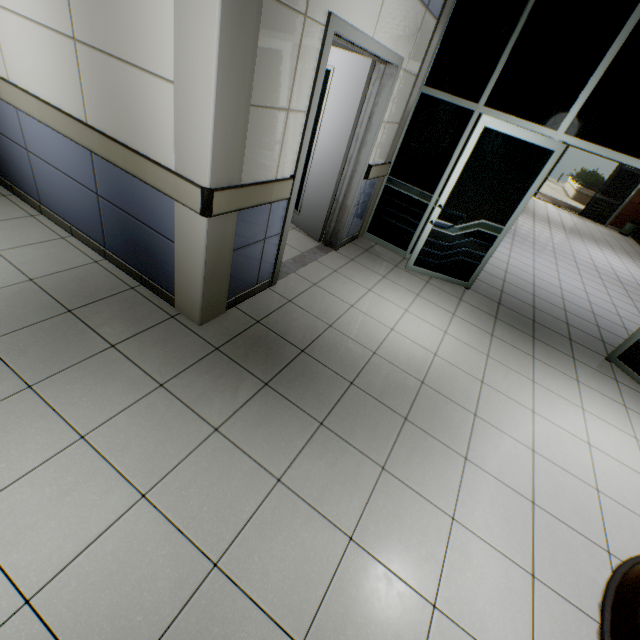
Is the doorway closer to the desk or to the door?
the desk

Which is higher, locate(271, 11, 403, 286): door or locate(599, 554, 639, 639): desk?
locate(271, 11, 403, 286): door

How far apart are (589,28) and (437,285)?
2.9m

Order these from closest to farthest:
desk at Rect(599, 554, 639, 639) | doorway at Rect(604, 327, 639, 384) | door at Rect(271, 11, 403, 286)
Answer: desk at Rect(599, 554, 639, 639) < door at Rect(271, 11, 403, 286) < doorway at Rect(604, 327, 639, 384)

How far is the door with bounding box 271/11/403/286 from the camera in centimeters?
249cm

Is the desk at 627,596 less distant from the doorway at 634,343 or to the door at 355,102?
the doorway at 634,343

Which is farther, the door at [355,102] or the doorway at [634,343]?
the doorway at [634,343]
